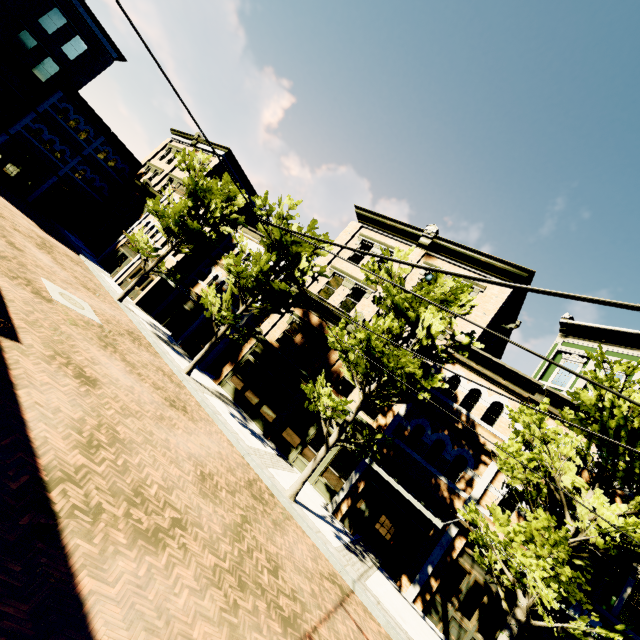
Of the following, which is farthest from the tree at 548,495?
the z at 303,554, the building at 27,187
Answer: the building at 27,187

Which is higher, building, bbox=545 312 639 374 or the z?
building, bbox=545 312 639 374

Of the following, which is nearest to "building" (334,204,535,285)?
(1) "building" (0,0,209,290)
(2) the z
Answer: (2) the z

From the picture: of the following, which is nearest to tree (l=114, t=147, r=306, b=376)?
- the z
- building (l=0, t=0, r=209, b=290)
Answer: the z

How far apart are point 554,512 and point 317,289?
15.26m

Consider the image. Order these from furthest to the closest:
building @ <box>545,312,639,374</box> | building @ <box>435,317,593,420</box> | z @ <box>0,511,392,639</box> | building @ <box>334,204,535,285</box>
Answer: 1. building @ <box>334,204,535,285</box>
2. building @ <box>545,312,639,374</box>
3. building @ <box>435,317,593,420</box>
4. z @ <box>0,511,392,639</box>

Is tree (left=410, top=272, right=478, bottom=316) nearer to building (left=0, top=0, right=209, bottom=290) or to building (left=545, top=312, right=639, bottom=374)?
building (left=545, top=312, right=639, bottom=374)

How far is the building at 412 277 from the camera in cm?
1859
